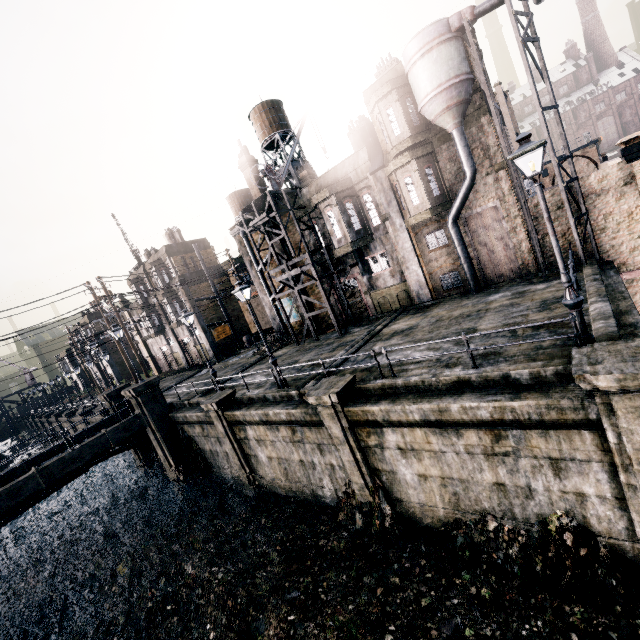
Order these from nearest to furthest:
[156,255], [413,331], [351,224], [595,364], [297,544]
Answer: [595,364]
[297,544]
[413,331]
[351,224]
[156,255]

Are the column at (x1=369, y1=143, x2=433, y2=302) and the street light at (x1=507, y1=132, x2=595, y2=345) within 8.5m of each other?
no

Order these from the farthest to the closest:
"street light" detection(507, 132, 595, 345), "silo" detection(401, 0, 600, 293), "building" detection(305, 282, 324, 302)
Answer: "building" detection(305, 282, 324, 302)
"silo" detection(401, 0, 600, 293)
"street light" detection(507, 132, 595, 345)

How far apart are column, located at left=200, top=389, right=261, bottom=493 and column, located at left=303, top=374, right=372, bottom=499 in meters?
6.9

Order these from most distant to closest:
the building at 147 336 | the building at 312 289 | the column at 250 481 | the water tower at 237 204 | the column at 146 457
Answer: the water tower at 237 204 < the building at 147 336 < the building at 312 289 < the column at 146 457 < the column at 250 481

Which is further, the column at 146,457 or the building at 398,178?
the column at 146,457

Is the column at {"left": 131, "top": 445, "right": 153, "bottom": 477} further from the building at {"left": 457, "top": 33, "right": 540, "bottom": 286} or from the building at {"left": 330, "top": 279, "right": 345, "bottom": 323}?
the building at {"left": 457, "top": 33, "right": 540, "bottom": 286}

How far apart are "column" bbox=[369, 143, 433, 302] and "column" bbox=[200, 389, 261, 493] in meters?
13.4
